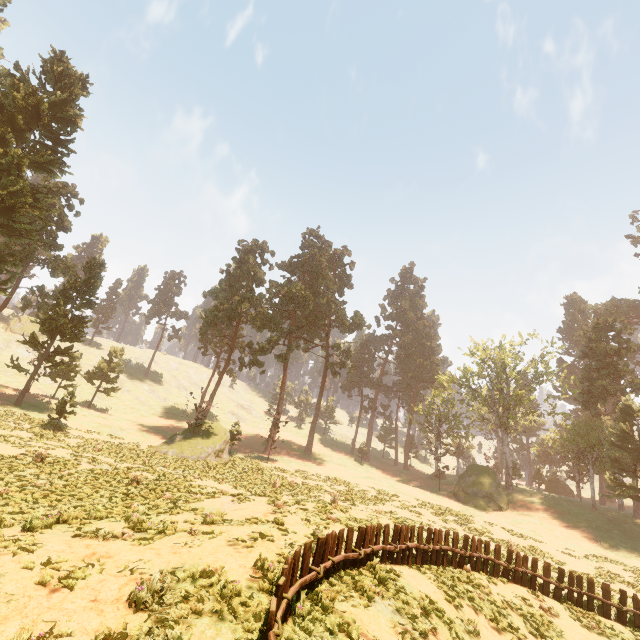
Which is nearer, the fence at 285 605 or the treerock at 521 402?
the fence at 285 605

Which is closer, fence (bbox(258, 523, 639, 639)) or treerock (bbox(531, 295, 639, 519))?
fence (bbox(258, 523, 639, 639))

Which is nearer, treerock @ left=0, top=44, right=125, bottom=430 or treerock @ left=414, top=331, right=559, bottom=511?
treerock @ left=0, top=44, right=125, bottom=430

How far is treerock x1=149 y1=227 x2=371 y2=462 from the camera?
32.8m

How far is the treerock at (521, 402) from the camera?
41.1 meters

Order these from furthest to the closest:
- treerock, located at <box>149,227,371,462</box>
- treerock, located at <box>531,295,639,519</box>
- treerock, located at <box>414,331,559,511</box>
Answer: treerock, located at <box>414,331,559,511</box> → treerock, located at <box>531,295,639,519</box> → treerock, located at <box>149,227,371,462</box>

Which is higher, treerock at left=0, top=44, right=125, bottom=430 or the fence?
treerock at left=0, top=44, right=125, bottom=430

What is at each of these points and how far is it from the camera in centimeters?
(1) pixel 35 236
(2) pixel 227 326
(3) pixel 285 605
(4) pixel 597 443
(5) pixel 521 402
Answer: (1) treerock, 3022cm
(2) treerock, 4359cm
(3) fence, 556cm
(4) treerock, 3931cm
(5) treerock, 4381cm
